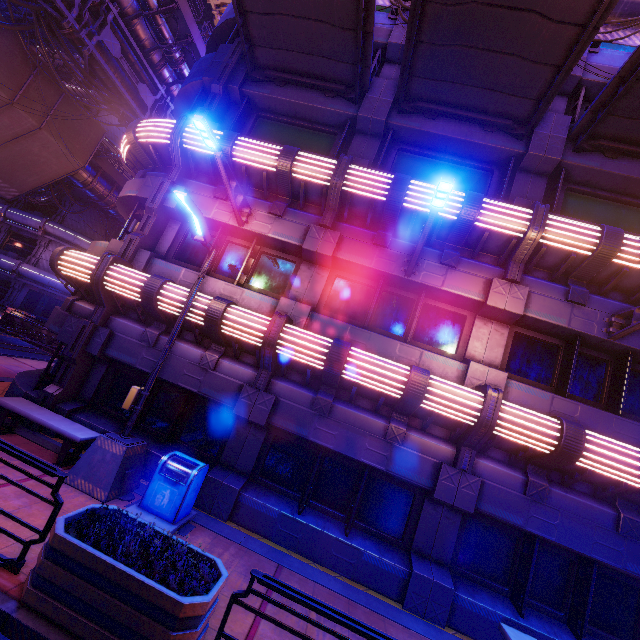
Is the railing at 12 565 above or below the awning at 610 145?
below

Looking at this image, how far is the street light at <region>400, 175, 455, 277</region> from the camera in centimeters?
554cm

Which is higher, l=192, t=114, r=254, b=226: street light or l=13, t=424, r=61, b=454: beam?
l=192, t=114, r=254, b=226: street light

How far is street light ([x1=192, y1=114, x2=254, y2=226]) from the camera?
6.5m

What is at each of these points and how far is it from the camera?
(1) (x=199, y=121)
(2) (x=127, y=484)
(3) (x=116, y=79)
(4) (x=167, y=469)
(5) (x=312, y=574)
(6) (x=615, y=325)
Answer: (1) street light, 6.4m
(2) street light, 6.8m
(3) pipe, 16.0m
(4) trash can, 6.6m
(5) beam, 6.6m
(6) street light, 7.6m

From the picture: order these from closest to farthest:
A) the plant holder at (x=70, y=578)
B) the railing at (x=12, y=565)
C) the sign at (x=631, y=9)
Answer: the plant holder at (x=70, y=578)
the railing at (x=12, y=565)
the sign at (x=631, y=9)

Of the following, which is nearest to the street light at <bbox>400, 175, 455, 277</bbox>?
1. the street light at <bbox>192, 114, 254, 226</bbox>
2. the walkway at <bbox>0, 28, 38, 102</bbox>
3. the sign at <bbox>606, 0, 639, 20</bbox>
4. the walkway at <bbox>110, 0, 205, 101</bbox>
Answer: the street light at <bbox>192, 114, 254, 226</bbox>

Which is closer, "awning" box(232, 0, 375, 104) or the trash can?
the trash can
